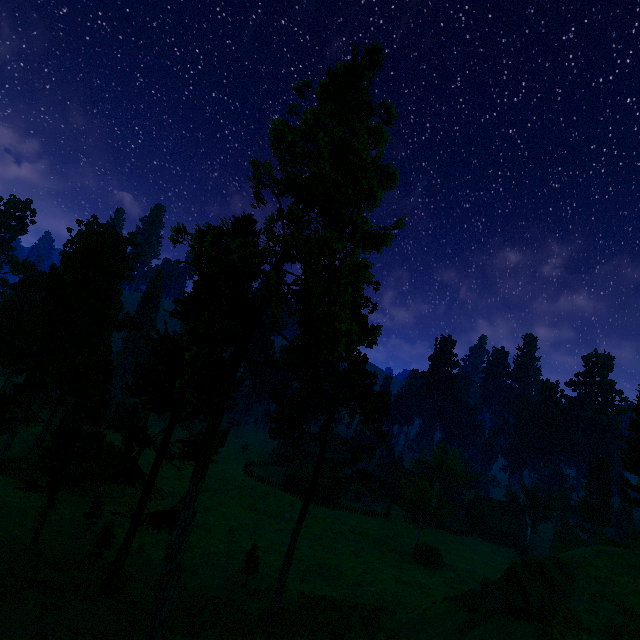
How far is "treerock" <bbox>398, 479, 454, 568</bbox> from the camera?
42.5m

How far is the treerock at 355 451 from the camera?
26.4 meters

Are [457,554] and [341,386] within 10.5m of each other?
no

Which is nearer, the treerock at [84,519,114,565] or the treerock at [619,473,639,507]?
the treerock at [84,519,114,565]

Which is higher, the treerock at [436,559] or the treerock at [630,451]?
the treerock at [630,451]
